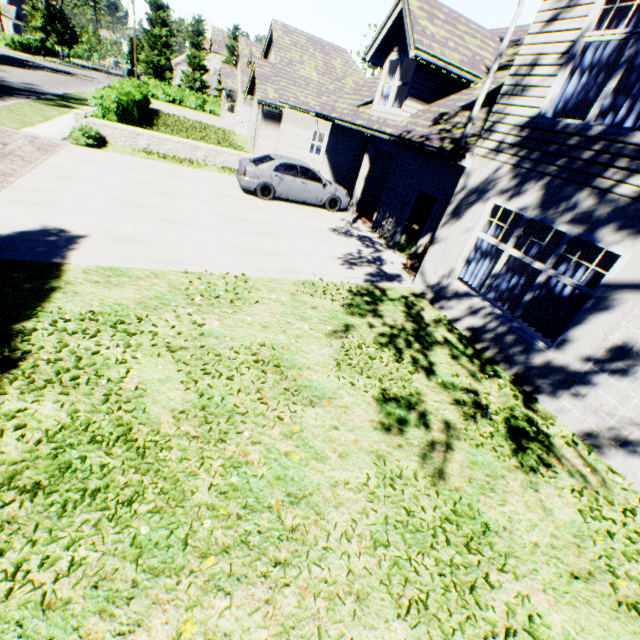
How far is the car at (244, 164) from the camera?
12.4m

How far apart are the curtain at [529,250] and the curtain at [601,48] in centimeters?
220cm

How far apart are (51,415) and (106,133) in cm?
1550

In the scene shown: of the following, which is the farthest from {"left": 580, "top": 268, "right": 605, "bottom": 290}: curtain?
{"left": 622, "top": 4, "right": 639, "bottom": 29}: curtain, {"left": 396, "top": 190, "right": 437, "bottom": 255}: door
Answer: {"left": 396, "top": 190, "right": 437, "bottom": 255}: door

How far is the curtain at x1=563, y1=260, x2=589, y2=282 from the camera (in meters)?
5.65

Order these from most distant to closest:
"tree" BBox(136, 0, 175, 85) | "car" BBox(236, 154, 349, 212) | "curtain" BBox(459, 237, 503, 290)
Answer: "tree" BBox(136, 0, 175, 85)
"car" BBox(236, 154, 349, 212)
"curtain" BBox(459, 237, 503, 290)

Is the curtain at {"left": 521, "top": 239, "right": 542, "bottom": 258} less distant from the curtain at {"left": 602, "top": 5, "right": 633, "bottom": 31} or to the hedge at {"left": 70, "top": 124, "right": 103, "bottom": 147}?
the curtain at {"left": 602, "top": 5, "right": 633, "bottom": 31}

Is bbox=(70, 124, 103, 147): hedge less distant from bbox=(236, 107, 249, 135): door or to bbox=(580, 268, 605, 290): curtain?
bbox=(580, 268, 605, 290): curtain
